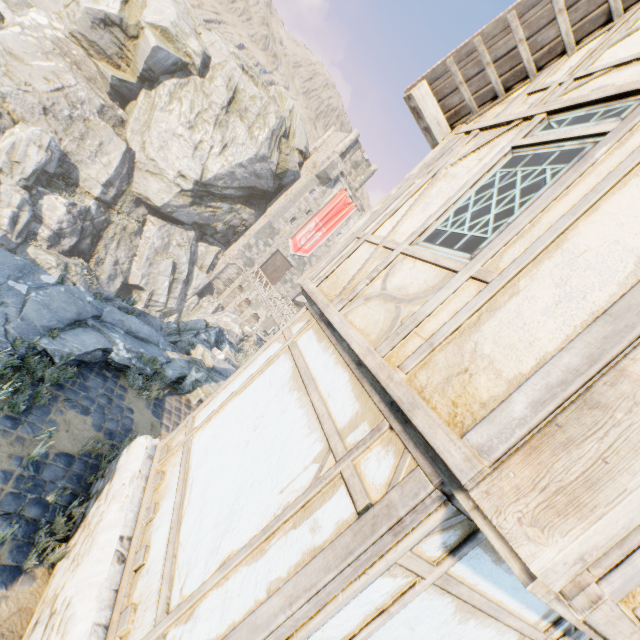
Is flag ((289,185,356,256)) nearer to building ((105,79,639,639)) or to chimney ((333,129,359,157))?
building ((105,79,639,639))

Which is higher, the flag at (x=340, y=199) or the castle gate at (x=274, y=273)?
the flag at (x=340, y=199)

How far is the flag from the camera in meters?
34.2

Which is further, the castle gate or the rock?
the castle gate

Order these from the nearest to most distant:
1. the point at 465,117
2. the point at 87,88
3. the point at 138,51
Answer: the point at 465,117 → the point at 87,88 → the point at 138,51

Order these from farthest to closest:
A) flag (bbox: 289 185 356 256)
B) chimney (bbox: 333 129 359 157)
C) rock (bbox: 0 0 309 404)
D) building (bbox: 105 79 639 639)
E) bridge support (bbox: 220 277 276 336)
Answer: chimney (bbox: 333 129 359 157) < flag (bbox: 289 185 356 256) < bridge support (bbox: 220 277 276 336) < rock (bbox: 0 0 309 404) < building (bbox: 105 79 639 639)

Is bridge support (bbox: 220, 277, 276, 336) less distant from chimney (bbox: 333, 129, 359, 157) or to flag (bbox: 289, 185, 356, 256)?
flag (bbox: 289, 185, 356, 256)

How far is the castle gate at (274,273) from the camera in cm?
3506
